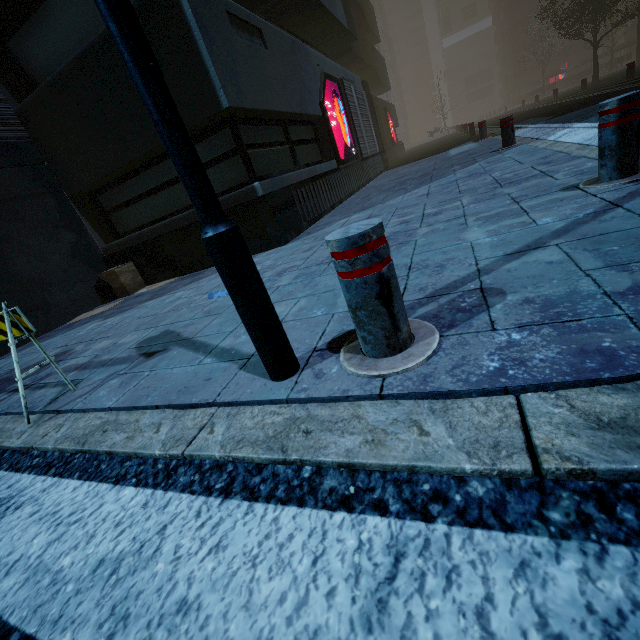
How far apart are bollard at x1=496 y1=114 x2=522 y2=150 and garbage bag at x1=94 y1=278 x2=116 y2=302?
8.3m

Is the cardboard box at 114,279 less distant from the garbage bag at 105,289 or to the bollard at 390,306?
the garbage bag at 105,289

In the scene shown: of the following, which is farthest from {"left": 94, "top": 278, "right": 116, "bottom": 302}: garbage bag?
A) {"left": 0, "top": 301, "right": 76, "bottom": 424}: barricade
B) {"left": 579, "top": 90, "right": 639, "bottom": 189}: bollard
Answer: {"left": 579, "top": 90, "right": 639, "bottom": 189}: bollard

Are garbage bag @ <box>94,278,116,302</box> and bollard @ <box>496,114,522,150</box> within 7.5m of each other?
no

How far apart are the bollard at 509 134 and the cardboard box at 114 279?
7.77m

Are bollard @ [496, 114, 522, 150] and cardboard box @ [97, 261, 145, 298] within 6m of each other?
no

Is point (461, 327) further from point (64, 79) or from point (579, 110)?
point (579, 110)

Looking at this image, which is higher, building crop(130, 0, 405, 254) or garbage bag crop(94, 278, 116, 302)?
building crop(130, 0, 405, 254)
